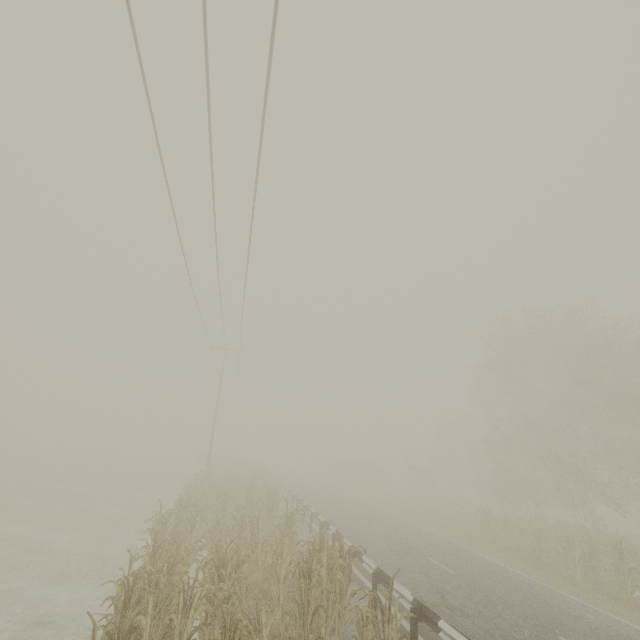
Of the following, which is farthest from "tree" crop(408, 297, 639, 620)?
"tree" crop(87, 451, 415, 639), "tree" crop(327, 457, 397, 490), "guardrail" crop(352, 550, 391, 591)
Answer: "tree" crop(87, 451, 415, 639)

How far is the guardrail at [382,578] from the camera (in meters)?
8.52

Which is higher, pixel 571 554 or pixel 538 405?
pixel 538 405

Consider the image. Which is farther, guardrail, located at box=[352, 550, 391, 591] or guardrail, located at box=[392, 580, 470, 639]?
guardrail, located at box=[352, 550, 391, 591]

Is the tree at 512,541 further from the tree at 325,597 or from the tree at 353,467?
the tree at 325,597

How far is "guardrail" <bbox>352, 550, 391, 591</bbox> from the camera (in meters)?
8.52

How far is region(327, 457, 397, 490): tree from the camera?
43.94m
